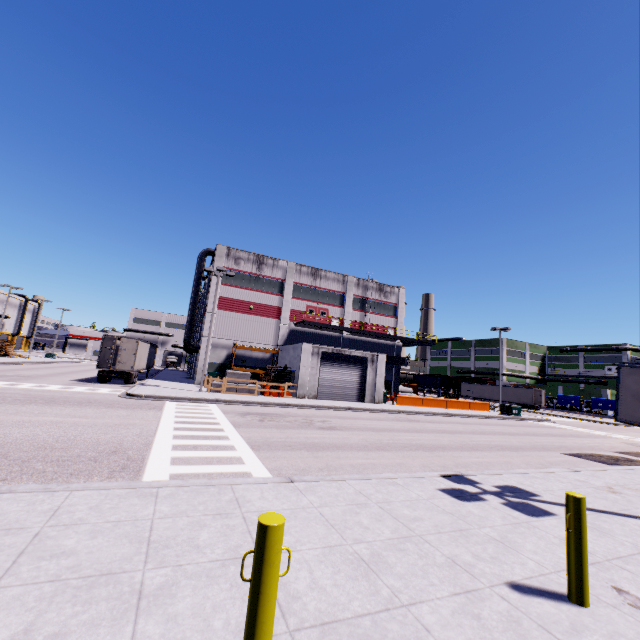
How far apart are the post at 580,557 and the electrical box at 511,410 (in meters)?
33.62

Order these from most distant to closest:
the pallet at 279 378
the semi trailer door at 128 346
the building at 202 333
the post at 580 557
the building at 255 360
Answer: the building at 255 360
the building at 202 333
the pallet at 279 378
the semi trailer door at 128 346
the post at 580 557

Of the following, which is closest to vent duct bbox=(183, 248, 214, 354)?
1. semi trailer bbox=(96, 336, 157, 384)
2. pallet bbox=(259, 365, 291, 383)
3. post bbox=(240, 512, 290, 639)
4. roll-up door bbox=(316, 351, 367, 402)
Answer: semi trailer bbox=(96, 336, 157, 384)

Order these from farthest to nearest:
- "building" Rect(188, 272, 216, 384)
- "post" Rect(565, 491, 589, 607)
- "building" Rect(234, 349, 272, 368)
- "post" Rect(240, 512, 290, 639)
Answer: "building" Rect(234, 349, 272, 368), "building" Rect(188, 272, 216, 384), "post" Rect(565, 491, 589, 607), "post" Rect(240, 512, 290, 639)

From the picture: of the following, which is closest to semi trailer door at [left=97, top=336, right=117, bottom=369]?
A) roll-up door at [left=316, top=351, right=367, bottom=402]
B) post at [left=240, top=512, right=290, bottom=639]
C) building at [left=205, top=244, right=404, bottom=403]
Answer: building at [left=205, top=244, right=404, bottom=403]

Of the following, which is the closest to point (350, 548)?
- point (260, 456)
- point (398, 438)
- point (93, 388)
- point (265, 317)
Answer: point (260, 456)

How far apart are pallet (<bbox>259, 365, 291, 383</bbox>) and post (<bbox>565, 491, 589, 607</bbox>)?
26.3m

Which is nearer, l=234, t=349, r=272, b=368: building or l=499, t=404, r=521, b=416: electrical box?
l=499, t=404, r=521, b=416: electrical box
